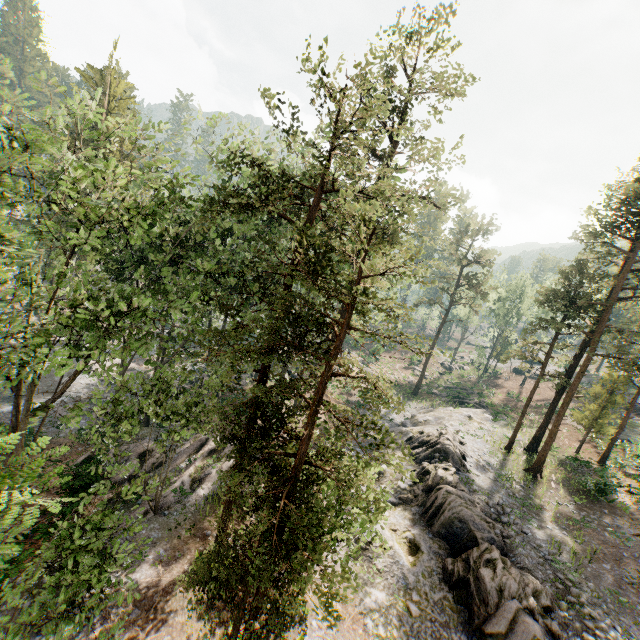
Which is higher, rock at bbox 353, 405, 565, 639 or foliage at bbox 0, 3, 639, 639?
foliage at bbox 0, 3, 639, 639

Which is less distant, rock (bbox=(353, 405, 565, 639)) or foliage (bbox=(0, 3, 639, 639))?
foliage (bbox=(0, 3, 639, 639))

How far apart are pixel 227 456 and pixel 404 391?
30.2 meters

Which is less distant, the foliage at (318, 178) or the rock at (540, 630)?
the foliage at (318, 178)

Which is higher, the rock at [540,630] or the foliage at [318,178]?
the foliage at [318,178]
